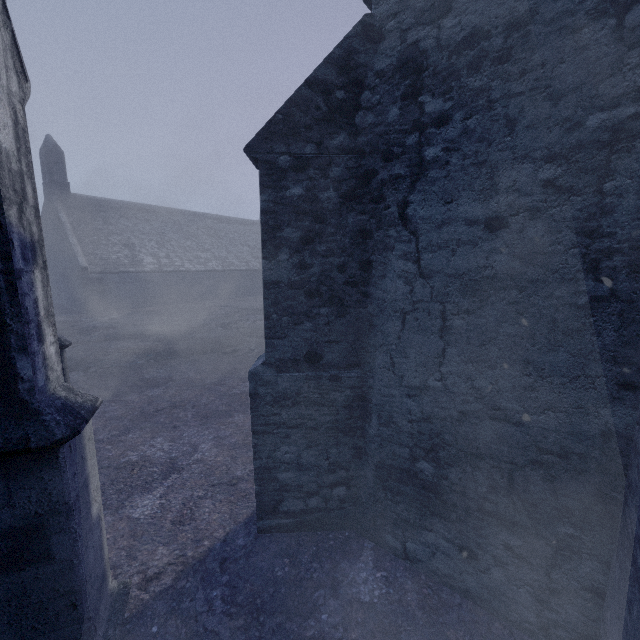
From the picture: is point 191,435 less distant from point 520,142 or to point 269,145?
point 269,145
